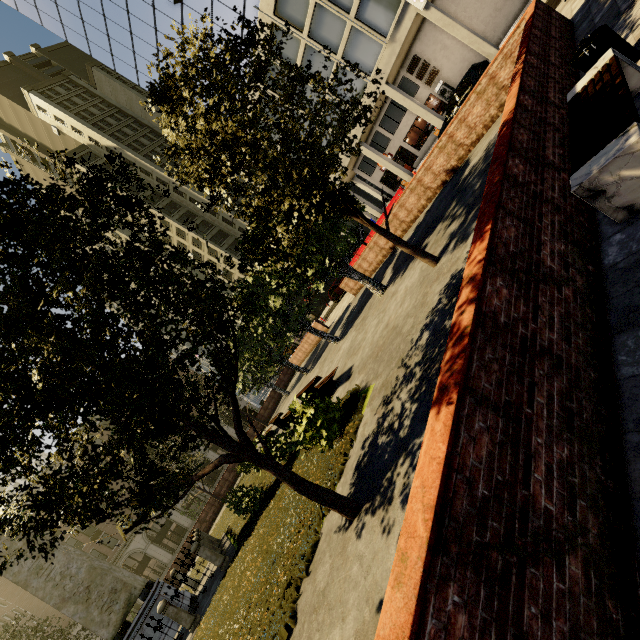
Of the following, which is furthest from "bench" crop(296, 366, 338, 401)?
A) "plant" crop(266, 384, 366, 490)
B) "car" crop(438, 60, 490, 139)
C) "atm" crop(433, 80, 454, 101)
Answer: "atm" crop(433, 80, 454, 101)

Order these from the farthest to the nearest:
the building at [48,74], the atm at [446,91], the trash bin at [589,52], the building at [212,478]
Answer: the building at [212,478] < the atm at [446,91] < the building at [48,74] < the trash bin at [589,52]

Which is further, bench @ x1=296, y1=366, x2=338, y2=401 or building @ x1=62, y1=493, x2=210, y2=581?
building @ x1=62, y1=493, x2=210, y2=581

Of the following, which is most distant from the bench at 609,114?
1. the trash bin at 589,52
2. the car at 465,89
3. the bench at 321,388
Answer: the car at 465,89

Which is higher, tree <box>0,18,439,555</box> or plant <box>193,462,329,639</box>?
tree <box>0,18,439,555</box>

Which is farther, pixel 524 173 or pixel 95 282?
pixel 95 282

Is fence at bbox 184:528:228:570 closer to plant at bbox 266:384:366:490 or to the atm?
plant at bbox 266:384:366:490

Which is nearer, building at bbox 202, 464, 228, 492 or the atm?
the atm
